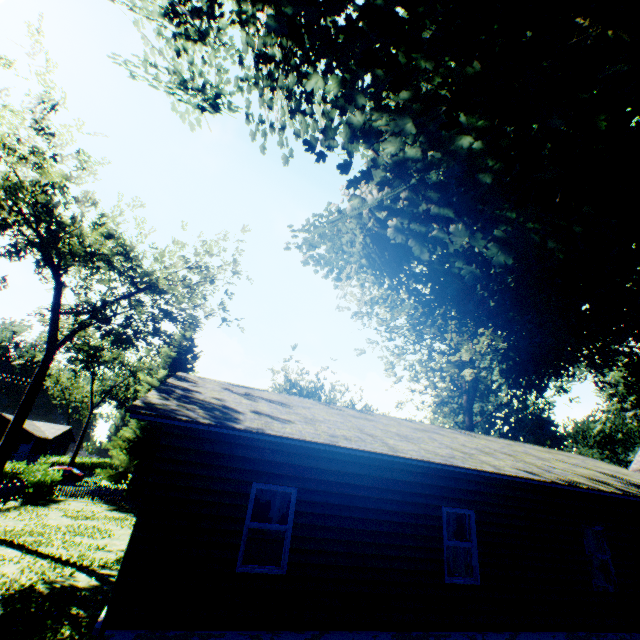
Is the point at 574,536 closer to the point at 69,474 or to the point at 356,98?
the point at 356,98

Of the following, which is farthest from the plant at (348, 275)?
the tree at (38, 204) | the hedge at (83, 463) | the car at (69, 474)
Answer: the hedge at (83, 463)

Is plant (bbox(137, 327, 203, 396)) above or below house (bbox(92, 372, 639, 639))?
above

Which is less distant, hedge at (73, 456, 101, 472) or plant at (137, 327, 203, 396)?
plant at (137, 327, 203, 396)

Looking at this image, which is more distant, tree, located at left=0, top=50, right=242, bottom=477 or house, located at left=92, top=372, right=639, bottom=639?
tree, located at left=0, top=50, right=242, bottom=477

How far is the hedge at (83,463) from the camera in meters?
47.1 m

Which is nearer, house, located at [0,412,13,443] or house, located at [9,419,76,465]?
house, located at [0,412,13,443]

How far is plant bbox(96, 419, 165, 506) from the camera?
24.97m
